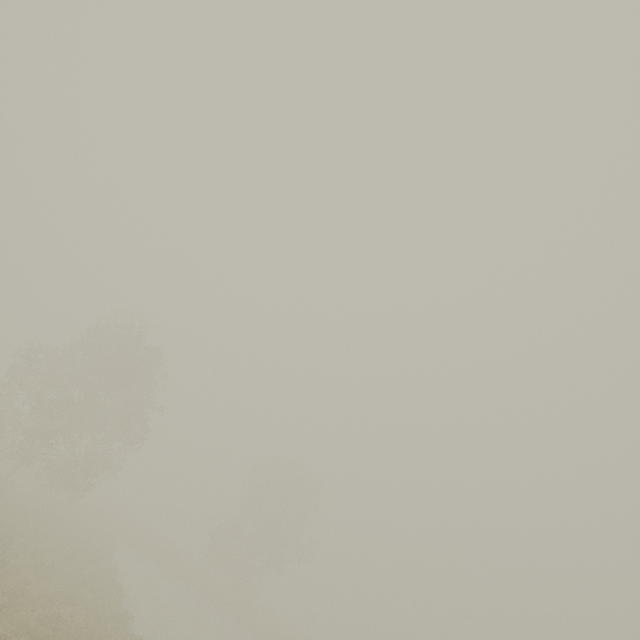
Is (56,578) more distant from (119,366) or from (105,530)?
(105,530)
